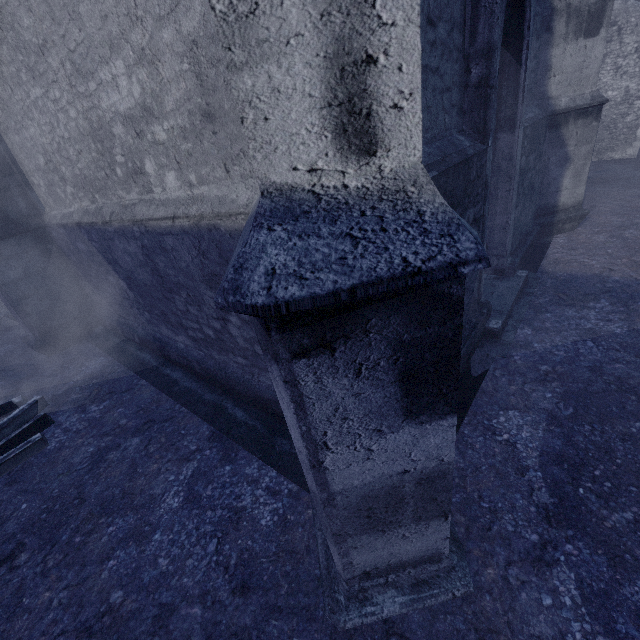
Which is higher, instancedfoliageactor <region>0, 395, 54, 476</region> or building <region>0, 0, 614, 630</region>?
building <region>0, 0, 614, 630</region>

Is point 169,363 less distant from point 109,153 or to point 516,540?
point 109,153

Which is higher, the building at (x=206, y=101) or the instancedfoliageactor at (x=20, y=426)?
the building at (x=206, y=101)

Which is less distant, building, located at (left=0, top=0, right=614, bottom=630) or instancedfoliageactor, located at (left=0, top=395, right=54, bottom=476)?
building, located at (left=0, top=0, right=614, bottom=630)

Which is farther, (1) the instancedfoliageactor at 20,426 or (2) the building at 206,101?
(1) the instancedfoliageactor at 20,426
